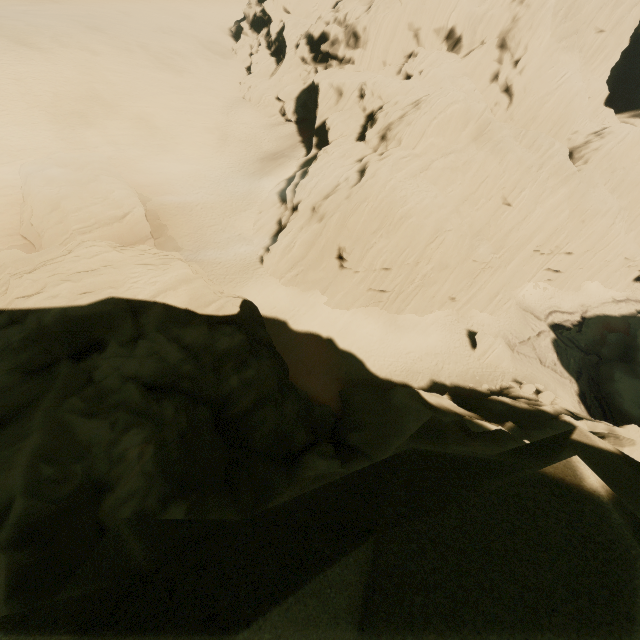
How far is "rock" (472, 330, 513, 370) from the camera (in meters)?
33.41

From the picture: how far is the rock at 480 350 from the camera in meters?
33.4

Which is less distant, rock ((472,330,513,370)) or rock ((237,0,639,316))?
rock ((237,0,639,316))

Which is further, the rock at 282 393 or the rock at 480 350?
the rock at 480 350

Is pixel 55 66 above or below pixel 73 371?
below

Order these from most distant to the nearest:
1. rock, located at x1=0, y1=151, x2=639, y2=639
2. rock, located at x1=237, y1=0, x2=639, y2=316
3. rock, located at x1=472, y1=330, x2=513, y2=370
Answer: rock, located at x1=472, y1=330, x2=513, y2=370
rock, located at x1=237, y1=0, x2=639, y2=316
rock, located at x1=0, y1=151, x2=639, y2=639
